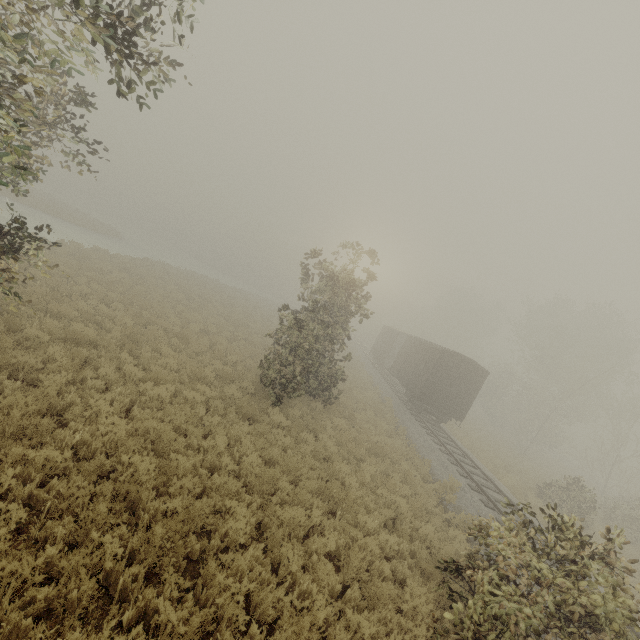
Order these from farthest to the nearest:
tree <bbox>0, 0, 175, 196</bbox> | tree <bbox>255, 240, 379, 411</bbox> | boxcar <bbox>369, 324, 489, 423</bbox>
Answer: boxcar <bbox>369, 324, 489, 423</bbox>
tree <bbox>255, 240, 379, 411</bbox>
tree <bbox>0, 0, 175, 196</bbox>

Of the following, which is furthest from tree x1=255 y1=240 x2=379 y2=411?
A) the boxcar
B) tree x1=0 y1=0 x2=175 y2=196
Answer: the boxcar

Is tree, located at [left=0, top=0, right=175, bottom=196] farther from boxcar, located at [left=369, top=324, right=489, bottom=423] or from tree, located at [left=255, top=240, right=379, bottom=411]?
boxcar, located at [left=369, top=324, right=489, bottom=423]

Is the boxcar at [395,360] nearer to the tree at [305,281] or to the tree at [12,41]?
the tree at [305,281]

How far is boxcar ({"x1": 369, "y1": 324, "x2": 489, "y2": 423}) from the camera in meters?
20.3

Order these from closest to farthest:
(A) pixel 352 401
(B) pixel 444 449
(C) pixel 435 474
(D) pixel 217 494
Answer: (D) pixel 217 494 → (C) pixel 435 474 → (B) pixel 444 449 → (A) pixel 352 401
